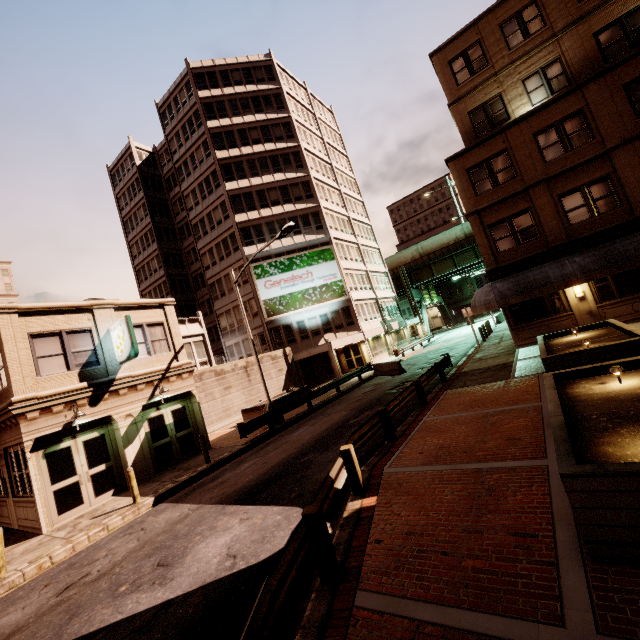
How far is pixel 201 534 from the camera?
7.58m

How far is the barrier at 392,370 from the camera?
23.1 meters

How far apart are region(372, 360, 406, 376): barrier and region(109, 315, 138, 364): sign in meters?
16.4

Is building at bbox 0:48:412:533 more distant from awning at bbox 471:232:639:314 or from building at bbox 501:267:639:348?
building at bbox 501:267:639:348

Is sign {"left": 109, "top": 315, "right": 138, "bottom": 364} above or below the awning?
above

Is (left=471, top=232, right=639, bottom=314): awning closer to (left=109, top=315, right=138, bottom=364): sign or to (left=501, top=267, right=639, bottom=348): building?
(left=501, top=267, right=639, bottom=348): building

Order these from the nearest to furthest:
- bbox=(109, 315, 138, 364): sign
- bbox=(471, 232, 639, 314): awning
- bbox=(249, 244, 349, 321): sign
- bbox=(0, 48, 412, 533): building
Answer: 1. bbox=(0, 48, 412, 533): building
2. bbox=(109, 315, 138, 364): sign
3. bbox=(471, 232, 639, 314): awning
4. bbox=(249, 244, 349, 321): sign

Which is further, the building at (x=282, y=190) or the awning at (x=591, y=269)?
the awning at (x=591, y=269)
